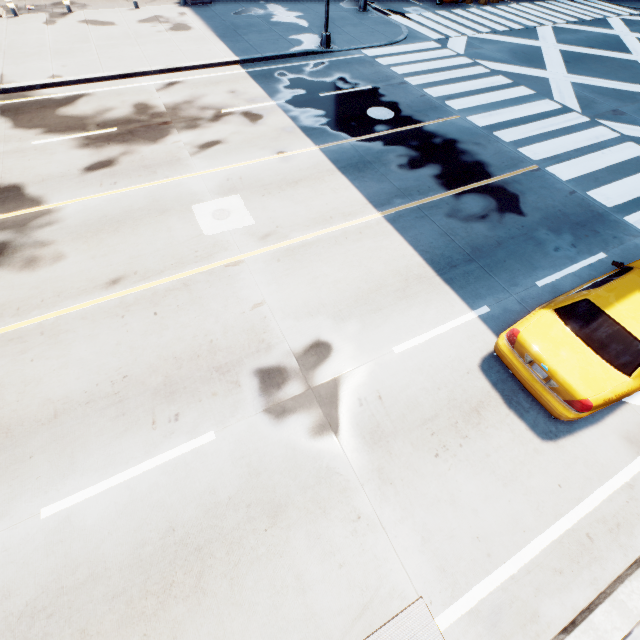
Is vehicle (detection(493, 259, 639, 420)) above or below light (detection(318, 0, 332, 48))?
above

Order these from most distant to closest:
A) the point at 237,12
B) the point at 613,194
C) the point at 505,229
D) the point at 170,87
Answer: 1. the point at 237,12
2. the point at 170,87
3. the point at 613,194
4. the point at 505,229

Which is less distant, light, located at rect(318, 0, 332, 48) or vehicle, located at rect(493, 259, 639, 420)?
vehicle, located at rect(493, 259, 639, 420)

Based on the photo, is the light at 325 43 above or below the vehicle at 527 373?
below

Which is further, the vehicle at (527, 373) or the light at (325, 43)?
the light at (325, 43)
